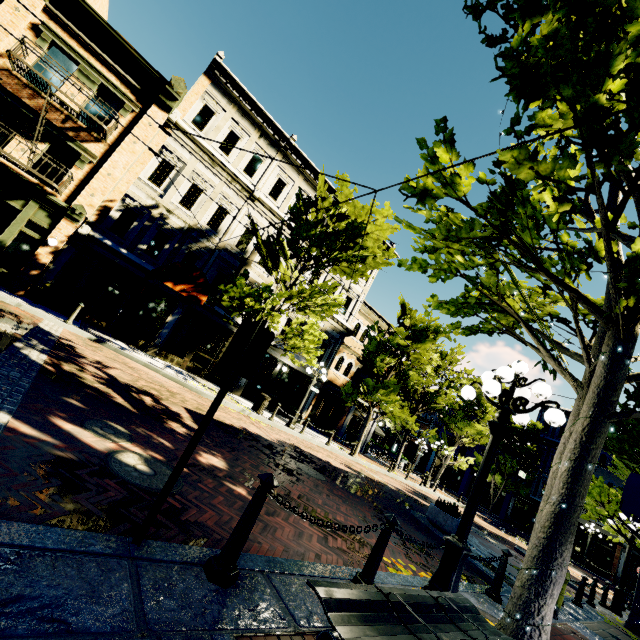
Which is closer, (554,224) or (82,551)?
(82,551)

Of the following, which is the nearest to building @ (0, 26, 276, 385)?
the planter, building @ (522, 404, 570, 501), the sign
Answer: the planter

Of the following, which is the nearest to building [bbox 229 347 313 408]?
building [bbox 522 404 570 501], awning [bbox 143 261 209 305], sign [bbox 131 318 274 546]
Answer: awning [bbox 143 261 209 305]

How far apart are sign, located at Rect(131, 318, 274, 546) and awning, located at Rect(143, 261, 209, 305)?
10.80m

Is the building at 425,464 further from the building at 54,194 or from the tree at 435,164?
the building at 54,194

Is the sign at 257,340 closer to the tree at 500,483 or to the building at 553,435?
the tree at 500,483

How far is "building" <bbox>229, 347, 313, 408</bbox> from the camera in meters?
18.8

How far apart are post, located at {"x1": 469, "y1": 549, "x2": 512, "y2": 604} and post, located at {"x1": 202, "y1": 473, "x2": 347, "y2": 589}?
5.6m
